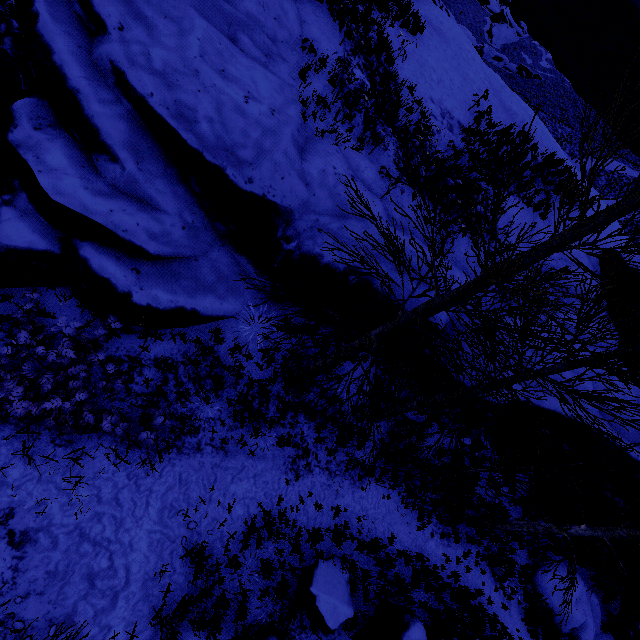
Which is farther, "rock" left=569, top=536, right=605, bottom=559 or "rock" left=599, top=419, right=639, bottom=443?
"rock" left=569, top=536, right=605, bottom=559

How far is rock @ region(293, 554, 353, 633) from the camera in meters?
6.7 m

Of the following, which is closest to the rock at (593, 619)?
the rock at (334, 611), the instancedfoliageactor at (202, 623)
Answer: the instancedfoliageactor at (202, 623)

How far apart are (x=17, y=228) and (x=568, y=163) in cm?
2260

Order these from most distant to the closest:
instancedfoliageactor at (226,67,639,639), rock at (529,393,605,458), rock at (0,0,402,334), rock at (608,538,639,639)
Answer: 1. rock at (608,538,639,639)
2. rock at (529,393,605,458)
3. rock at (0,0,402,334)
4. instancedfoliageactor at (226,67,639,639)

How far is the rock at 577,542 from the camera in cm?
1096

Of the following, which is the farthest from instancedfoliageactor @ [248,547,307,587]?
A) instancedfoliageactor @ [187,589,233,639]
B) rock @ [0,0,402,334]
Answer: instancedfoliageactor @ [187,589,233,639]

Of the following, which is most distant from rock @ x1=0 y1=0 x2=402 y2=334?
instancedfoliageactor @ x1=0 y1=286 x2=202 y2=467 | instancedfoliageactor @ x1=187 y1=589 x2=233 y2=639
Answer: instancedfoliageactor @ x1=187 y1=589 x2=233 y2=639
